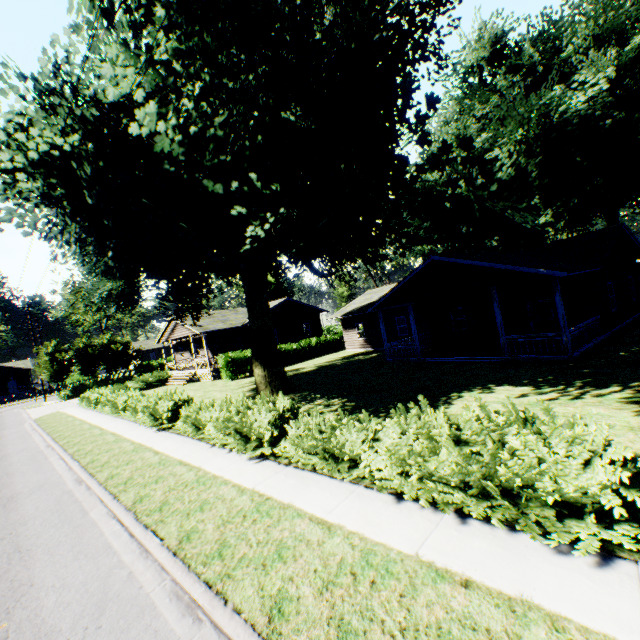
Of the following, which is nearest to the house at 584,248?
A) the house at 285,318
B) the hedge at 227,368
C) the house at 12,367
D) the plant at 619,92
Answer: the plant at 619,92

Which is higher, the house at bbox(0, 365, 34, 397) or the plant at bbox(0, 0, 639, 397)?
the plant at bbox(0, 0, 639, 397)

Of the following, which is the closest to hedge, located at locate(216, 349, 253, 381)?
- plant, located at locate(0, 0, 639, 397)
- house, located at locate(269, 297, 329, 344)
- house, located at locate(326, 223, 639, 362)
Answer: house, located at locate(269, 297, 329, 344)

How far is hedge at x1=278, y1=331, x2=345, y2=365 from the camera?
30.46m

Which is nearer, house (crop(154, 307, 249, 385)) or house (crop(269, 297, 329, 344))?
house (crop(154, 307, 249, 385))

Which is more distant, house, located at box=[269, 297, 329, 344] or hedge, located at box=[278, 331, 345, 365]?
house, located at box=[269, 297, 329, 344]

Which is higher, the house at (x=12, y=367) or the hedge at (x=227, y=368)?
the house at (x=12, y=367)

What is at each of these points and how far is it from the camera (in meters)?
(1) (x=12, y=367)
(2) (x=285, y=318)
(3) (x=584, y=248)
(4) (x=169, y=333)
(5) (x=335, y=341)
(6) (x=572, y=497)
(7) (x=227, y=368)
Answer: (1) house, 54.06
(2) house, 35.56
(3) house, 17.77
(4) house, 33.81
(5) hedge, 34.56
(6) hedge, 4.07
(7) hedge, 26.53
